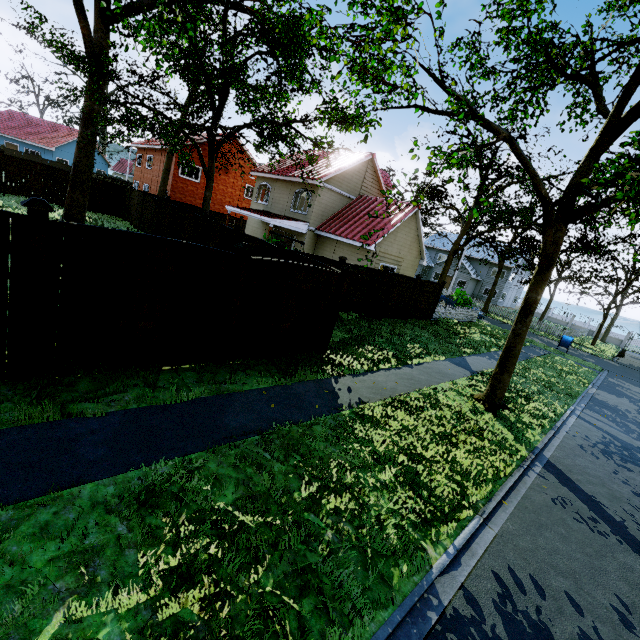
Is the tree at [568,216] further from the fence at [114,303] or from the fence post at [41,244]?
the fence post at [41,244]

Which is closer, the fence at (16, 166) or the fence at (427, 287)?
the fence at (427, 287)

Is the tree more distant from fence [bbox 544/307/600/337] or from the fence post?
the fence post

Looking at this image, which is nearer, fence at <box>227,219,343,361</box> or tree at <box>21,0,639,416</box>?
tree at <box>21,0,639,416</box>

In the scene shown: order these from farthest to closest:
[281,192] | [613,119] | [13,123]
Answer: [13,123]
[281,192]
[613,119]

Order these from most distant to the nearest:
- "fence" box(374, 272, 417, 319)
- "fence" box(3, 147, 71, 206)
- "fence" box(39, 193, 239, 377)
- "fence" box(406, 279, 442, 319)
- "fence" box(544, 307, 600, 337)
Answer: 1. "fence" box(544, 307, 600, 337)
2. "fence" box(3, 147, 71, 206)
3. "fence" box(406, 279, 442, 319)
4. "fence" box(374, 272, 417, 319)
5. "fence" box(39, 193, 239, 377)
